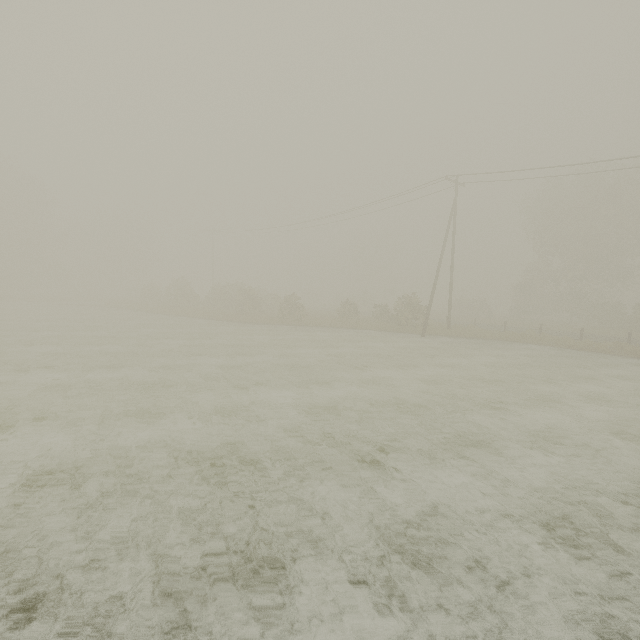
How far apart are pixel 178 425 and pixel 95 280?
58.21m
